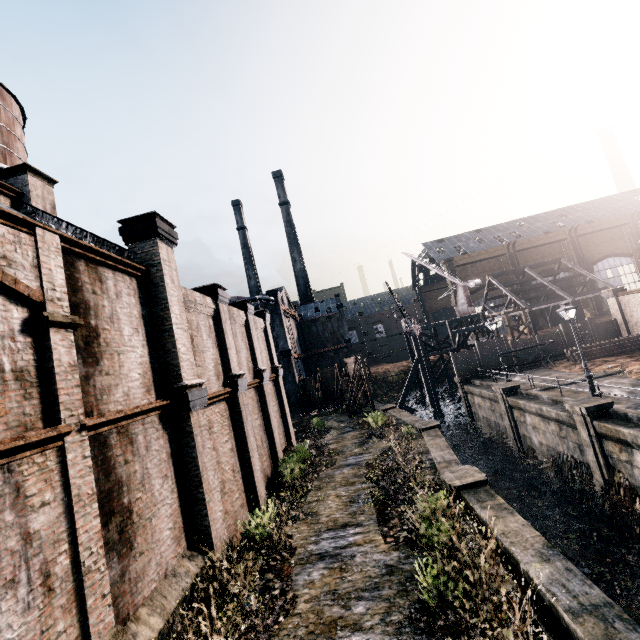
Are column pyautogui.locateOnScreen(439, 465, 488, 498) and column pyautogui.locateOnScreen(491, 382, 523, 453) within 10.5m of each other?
no

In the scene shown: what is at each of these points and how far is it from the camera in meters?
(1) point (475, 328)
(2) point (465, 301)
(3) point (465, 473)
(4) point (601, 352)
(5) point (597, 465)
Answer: (1) wooden scaffolding, 38.6 m
(2) crane, 42.2 m
(3) column, 13.2 m
(4) wood pile, 28.6 m
(5) column, 16.5 m

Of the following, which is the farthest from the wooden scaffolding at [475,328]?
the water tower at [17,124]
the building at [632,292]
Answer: the water tower at [17,124]

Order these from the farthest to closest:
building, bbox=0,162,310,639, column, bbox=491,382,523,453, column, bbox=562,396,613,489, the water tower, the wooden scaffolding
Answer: the wooden scaffolding < column, bbox=491,382,523,453 < the water tower < column, bbox=562,396,613,489 < building, bbox=0,162,310,639

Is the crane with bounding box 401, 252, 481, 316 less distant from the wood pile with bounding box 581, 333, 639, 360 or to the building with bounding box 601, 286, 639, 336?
the building with bounding box 601, 286, 639, 336

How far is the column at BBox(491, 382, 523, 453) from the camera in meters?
24.8

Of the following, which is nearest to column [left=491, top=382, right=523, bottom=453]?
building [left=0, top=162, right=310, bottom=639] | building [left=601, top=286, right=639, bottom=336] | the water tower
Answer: building [left=0, top=162, right=310, bottom=639]

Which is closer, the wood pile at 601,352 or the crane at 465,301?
the wood pile at 601,352
